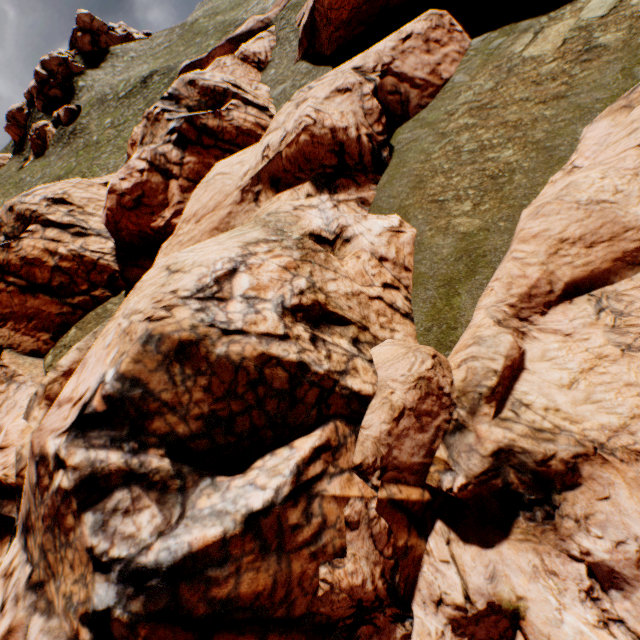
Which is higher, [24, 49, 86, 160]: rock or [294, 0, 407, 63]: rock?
[24, 49, 86, 160]: rock

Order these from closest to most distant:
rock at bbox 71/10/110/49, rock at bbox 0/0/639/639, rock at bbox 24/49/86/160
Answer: rock at bbox 0/0/639/639, rock at bbox 24/49/86/160, rock at bbox 71/10/110/49

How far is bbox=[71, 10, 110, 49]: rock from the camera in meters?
57.8 m

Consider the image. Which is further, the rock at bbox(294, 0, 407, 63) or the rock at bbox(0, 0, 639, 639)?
the rock at bbox(294, 0, 407, 63)

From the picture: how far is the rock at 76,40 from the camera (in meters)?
57.78

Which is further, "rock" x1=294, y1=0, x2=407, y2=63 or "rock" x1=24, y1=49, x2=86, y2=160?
"rock" x1=24, y1=49, x2=86, y2=160

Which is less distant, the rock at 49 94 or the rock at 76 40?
the rock at 49 94

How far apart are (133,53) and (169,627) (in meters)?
81.18
